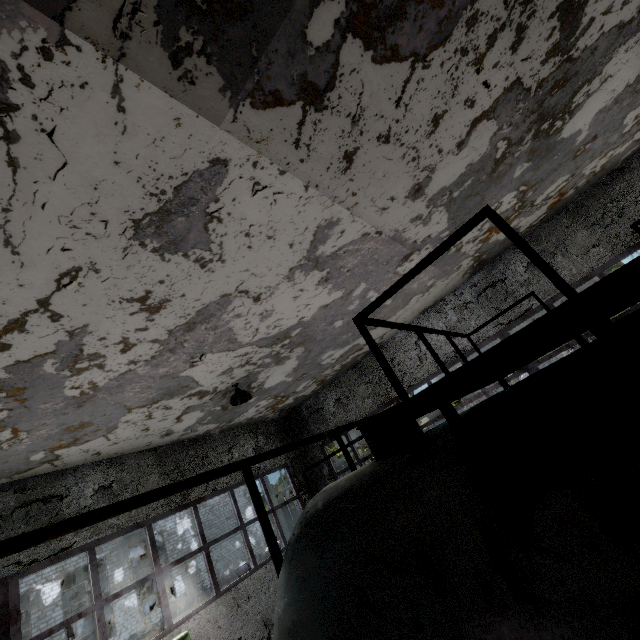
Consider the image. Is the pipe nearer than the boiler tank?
No

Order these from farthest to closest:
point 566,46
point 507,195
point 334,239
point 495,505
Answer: point 507,195, point 334,239, point 566,46, point 495,505

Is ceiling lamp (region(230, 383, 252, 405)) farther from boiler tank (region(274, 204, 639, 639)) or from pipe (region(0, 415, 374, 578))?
pipe (region(0, 415, 374, 578))

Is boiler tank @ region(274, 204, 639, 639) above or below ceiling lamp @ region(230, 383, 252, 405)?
below

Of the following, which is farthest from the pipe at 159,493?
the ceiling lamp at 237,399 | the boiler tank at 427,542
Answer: the ceiling lamp at 237,399

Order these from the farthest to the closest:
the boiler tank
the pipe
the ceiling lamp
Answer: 1. the ceiling lamp
2. the pipe
3. the boiler tank

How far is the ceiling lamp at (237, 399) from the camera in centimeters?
807cm
